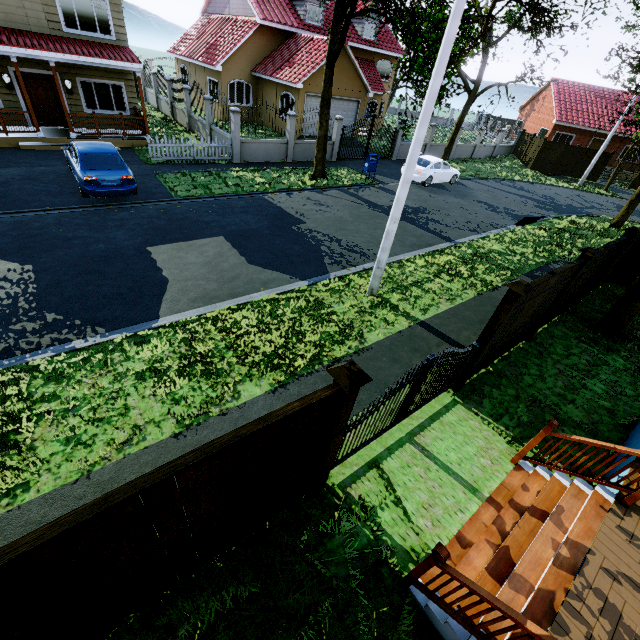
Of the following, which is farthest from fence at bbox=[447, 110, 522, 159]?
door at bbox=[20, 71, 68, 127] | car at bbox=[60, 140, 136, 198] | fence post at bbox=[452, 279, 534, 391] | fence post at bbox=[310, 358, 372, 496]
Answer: fence post at bbox=[310, 358, 372, 496]

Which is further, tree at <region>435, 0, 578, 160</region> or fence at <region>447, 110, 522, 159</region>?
fence at <region>447, 110, 522, 159</region>

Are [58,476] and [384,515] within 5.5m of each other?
yes

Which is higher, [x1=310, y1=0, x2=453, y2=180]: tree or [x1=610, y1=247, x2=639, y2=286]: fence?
[x1=310, y1=0, x2=453, y2=180]: tree

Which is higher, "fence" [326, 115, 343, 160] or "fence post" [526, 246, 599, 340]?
"fence post" [526, 246, 599, 340]

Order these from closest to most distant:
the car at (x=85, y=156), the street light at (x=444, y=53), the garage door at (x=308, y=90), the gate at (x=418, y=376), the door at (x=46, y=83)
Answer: the gate at (x=418, y=376), the street light at (x=444, y=53), the car at (x=85, y=156), the door at (x=46, y=83), the garage door at (x=308, y=90)

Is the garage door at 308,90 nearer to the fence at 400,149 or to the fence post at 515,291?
the fence at 400,149

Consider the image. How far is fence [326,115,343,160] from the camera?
19.31m
